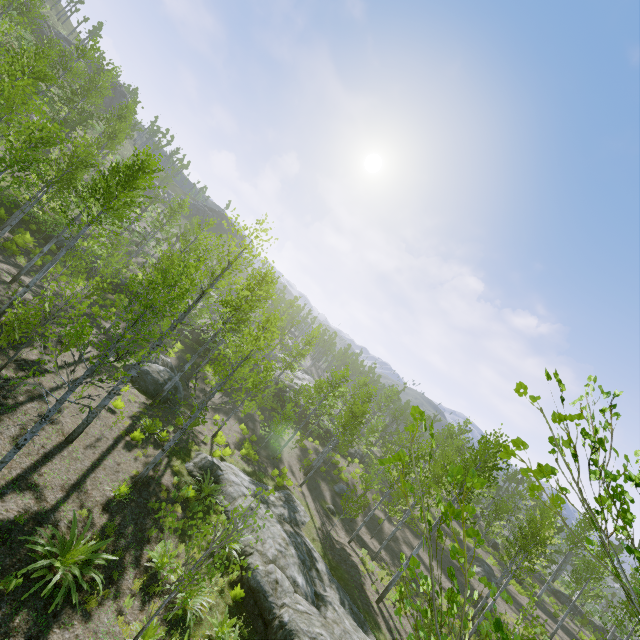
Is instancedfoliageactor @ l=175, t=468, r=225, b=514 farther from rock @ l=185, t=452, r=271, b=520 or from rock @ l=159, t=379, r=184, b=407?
rock @ l=185, t=452, r=271, b=520

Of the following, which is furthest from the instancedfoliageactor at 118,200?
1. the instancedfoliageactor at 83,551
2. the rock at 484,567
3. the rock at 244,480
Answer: the instancedfoliageactor at 83,551

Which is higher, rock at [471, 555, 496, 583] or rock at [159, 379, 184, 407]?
rock at [471, 555, 496, 583]

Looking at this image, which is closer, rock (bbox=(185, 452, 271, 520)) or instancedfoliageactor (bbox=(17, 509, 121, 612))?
instancedfoliageactor (bbox=(17, 509, 121, 612))

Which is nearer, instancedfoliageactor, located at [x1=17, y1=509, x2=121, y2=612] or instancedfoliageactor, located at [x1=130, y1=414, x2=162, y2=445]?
instancedfoliageactor, located at [x1=17, y1=509, x2=121, y2=612]

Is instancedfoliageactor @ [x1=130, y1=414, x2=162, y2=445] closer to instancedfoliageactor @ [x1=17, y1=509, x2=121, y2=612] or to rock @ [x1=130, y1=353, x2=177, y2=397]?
rock @ [x1=130, y1=353, x2=177, y2=397]

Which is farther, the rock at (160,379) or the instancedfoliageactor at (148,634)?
the rock at (160,379)

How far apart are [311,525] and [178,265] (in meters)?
16.59
